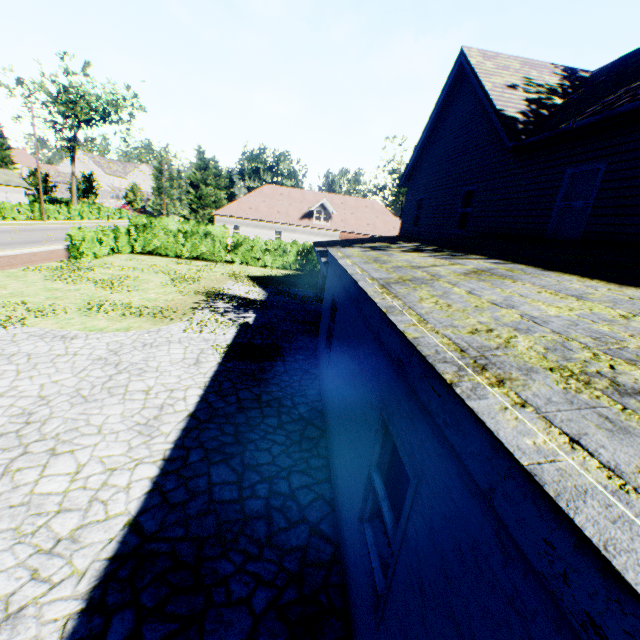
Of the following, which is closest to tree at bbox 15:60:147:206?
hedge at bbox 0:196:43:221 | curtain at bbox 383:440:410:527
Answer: hedge at bbox 0:196:43:221

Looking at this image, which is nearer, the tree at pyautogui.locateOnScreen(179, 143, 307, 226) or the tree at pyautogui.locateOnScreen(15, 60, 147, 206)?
the tree at pyautogui.locateOnScreen(179, 143, 307, 226)

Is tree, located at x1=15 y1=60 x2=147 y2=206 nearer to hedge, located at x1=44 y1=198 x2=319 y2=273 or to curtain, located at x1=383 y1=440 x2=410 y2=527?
hedge, located at x1=44 y1=198 x2=319 y2=273

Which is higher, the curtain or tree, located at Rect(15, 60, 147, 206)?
tree, located at Rect(15, 60, 147, 206)

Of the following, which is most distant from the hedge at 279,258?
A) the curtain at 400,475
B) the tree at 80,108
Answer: the curtain at 400,475

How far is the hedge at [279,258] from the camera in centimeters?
2053cm

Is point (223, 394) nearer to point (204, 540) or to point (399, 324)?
point (204, 540)
